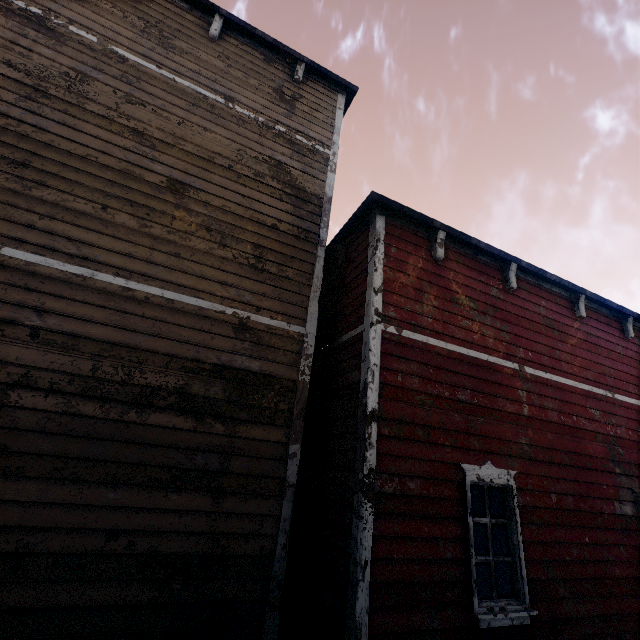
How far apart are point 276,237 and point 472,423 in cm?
422
